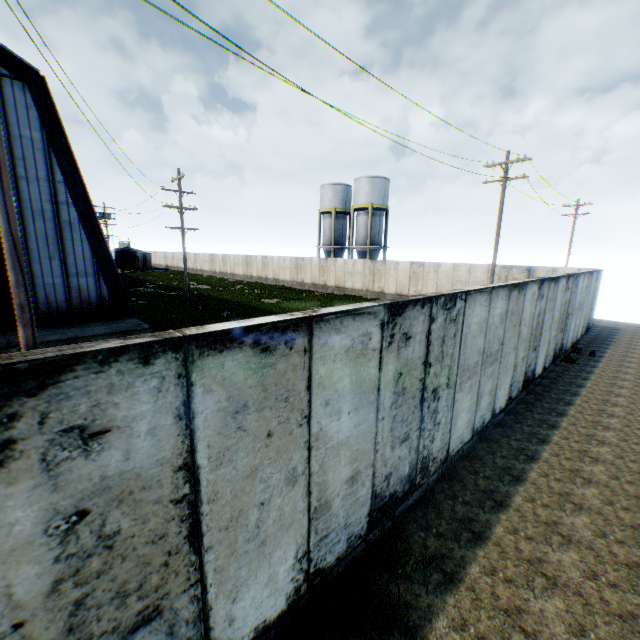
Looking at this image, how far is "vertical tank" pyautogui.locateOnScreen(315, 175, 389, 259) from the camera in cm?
3584

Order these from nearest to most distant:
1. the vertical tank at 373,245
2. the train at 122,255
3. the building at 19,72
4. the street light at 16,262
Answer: the street light at 16,262, the building at 19,72, the vertical tank at 373,245, the train at 122,255

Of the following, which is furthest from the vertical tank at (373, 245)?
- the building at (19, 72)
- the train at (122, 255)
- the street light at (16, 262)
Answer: the train at (122, 255)

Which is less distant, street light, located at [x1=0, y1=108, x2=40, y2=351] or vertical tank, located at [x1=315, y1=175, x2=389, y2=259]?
street light, located at [x1=0, y1=108, x2=40, y2=351]

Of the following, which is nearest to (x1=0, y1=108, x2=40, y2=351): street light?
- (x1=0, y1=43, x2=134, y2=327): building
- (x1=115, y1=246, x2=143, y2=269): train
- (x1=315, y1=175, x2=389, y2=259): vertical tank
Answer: (x1=0, y1=43, x2=134, y2=327): building

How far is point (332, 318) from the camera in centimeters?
338cm

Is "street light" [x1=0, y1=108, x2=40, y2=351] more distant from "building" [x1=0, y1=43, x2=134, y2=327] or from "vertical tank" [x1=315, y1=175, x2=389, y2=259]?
"vertical tank" [x1=315, y1=175, x2=389, y2=259]
